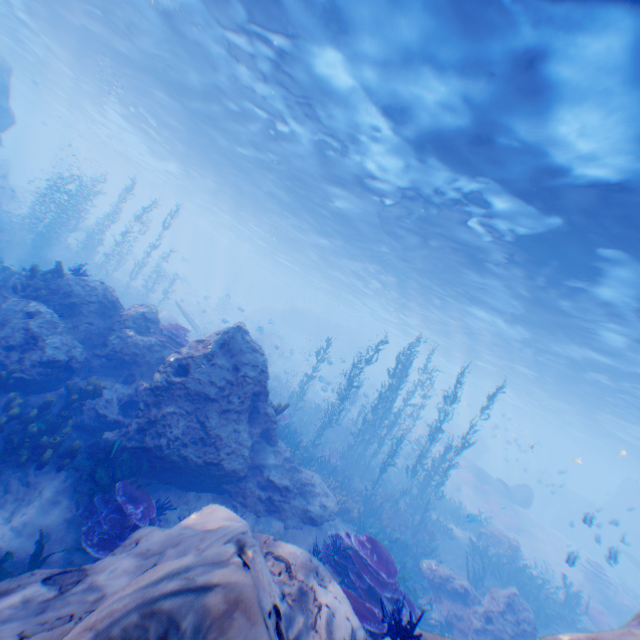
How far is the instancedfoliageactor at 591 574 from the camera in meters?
18.4 m

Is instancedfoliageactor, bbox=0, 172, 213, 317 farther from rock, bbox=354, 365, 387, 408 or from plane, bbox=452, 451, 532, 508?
plane, bbox=452, 451, 532, 508

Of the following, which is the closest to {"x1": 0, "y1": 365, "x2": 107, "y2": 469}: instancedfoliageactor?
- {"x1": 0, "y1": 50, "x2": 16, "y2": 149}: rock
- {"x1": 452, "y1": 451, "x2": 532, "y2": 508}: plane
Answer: {"x1": 0, "y1": 50, "x2": 16, "y2": 149}: rock

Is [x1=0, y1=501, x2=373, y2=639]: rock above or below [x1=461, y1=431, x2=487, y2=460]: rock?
below

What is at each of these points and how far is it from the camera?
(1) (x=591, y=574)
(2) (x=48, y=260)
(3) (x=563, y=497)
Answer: (1) instancedfoliageactor, 18.97m
(2) instancedfoliageactor, 20.33m
(3) submarine, 39.75m

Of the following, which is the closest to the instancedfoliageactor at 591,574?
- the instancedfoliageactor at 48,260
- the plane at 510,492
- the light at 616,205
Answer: the light at 616,205

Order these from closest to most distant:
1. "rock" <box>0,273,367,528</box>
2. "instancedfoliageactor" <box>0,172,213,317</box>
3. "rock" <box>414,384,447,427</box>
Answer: "rock" <box>0,273,367,528</box> < "instancedfoliageactor" <box>0,172,213,317</box> < "rock" <box>414,384,447,427</box>

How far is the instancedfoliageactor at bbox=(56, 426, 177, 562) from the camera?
5.91m
